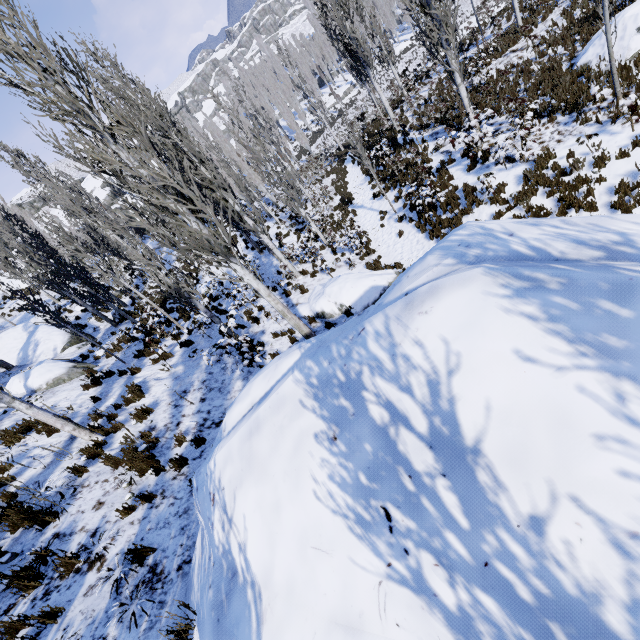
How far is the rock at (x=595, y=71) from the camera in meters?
10.3 m

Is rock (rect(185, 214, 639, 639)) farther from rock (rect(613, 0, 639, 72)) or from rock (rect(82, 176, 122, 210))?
rock (rect(82, 176, 122, 210))

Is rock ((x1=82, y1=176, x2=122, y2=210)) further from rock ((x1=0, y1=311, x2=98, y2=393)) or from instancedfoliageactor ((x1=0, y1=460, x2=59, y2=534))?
rock ((x1=0, y1=311, x2=98, y2=393))

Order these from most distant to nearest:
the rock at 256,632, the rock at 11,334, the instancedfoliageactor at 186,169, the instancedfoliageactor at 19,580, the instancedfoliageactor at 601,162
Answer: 1. the rock at 11,334
2. the instancedfoliageactor at 601,162
3. the instancedfoliageactor at 186,169
4. the instancedfoliageactor at 19,580
5. the rock at 256,632

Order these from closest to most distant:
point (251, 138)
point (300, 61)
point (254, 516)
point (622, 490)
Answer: point (622, 490) < point (254, 516) < point (251, 138) < point (300, 61)

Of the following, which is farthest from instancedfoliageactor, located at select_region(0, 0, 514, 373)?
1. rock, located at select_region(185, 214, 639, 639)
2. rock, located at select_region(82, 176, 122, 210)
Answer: rock, located at select_region(82, 176, 122, 210)

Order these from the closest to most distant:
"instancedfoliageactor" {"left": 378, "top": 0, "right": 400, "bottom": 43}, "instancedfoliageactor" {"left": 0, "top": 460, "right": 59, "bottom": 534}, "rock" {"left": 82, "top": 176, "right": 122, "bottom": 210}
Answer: "instancedfoliageactor" {"left": 0, "top": 460, "right": 59, "bottom": 534}, "rock" {"left": 82, "top": 176, "right": 122, "bottom": 210}, "instancedfoliageactor" {"left": 378, "top": 0, "right": 400, "bottom": 43}

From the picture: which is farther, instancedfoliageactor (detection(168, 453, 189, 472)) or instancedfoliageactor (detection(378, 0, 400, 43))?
instancedfoliageactor (detection(378, 0, 400, 43))
